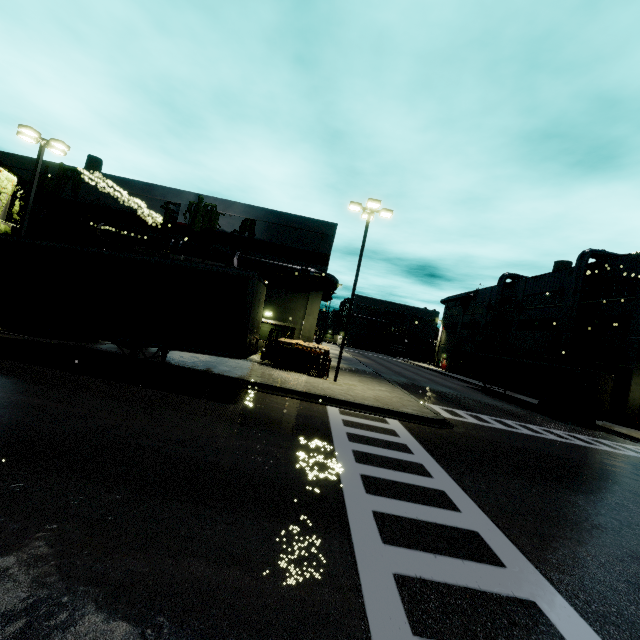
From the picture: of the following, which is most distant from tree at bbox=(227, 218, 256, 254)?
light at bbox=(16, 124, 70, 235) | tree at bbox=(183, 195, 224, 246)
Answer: light at bbox=(16, 124, 70, 235)

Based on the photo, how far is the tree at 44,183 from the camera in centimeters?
2398cm

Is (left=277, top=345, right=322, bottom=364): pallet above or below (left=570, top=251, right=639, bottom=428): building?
below

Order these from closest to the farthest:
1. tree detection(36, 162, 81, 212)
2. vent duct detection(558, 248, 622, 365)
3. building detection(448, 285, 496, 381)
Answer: tree detection(36, 162, 81, 212) → vent duct detection(558, 248, 622, 365) → building detection(448, 285, 496, 381)

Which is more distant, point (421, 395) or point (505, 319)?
point (505, 319)

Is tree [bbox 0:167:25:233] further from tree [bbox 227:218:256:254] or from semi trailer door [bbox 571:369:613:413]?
tree [bbox 227:218:256:254]

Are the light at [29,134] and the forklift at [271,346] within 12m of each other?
no

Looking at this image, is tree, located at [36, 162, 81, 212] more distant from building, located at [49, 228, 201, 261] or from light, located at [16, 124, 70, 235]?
light, located at [16, 124, 70, 235]
